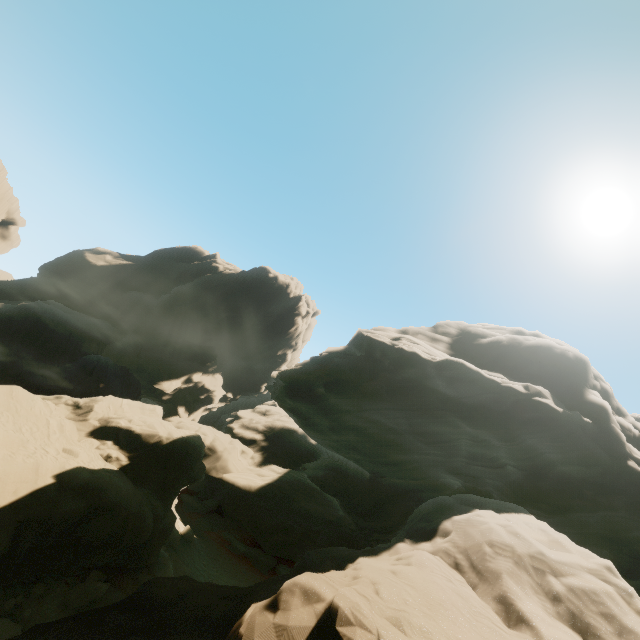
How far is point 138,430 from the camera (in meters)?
19.58
